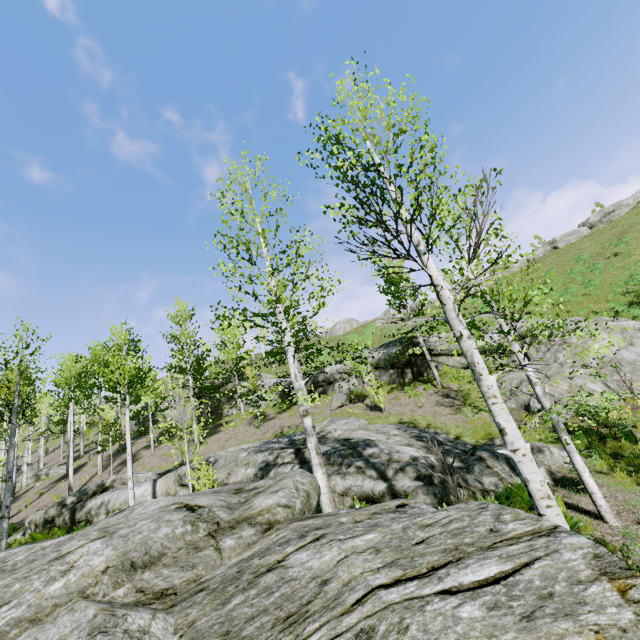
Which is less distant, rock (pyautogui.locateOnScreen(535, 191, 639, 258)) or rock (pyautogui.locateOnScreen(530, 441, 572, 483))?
rock (pyautogui.locateOnScreen(530, 441, 572, 483))

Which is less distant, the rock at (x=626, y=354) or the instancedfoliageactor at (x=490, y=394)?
the instancedfoliageactor at (x=490, y=394)

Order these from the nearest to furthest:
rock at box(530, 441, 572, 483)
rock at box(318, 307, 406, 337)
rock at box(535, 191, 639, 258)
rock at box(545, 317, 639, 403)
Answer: rock at box(530, 441, 572, 483)
rock at box(545, 317, 639, 403)
rock at box(535, 191, 639, 258)
rock at box(318, 307, 406, 337)

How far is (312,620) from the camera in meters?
1.7 m

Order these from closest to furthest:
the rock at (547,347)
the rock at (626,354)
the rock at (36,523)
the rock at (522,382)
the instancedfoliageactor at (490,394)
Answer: the rock at (36,523), the instancedfoliageactor at (490,394), the rock at (626,354), the rock at (522,382), the rock at (547,347)

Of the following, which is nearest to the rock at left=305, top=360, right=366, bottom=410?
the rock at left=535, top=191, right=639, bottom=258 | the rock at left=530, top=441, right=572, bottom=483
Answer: the rock at left=530, top=441, right=572, bottom=483

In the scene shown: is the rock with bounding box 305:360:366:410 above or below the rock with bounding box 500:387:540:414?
above

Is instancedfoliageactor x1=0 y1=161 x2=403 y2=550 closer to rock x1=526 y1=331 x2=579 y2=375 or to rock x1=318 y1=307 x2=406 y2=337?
rock x1=526 y1=331 x2=579 y2=375
